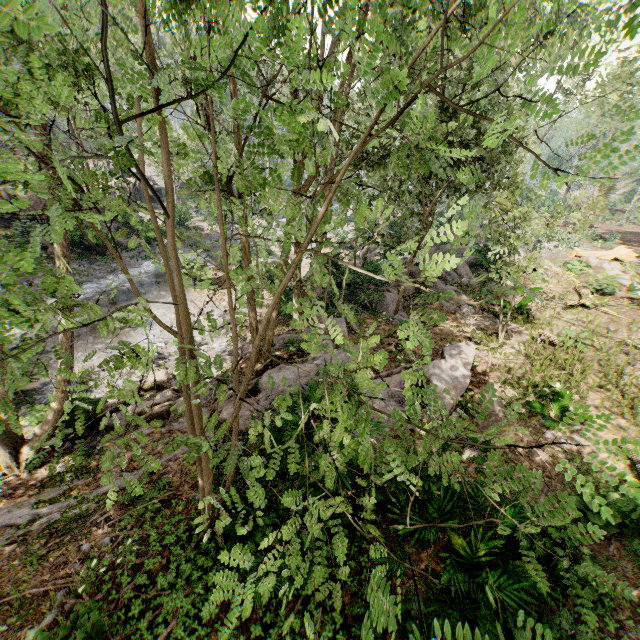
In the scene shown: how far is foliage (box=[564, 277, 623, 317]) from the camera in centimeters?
1376cm

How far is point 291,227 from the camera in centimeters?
334cm

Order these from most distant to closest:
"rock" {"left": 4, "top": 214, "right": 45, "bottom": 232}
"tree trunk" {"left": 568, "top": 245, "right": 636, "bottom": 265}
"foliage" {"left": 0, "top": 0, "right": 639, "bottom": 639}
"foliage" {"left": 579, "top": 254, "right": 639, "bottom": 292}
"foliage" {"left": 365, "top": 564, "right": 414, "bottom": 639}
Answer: "rock" {"left": 4, "top": 214, "right": 45, "bottom": 232}
"tree trunk" {"left": 568, "top": 245, "right": 636, "bottom": 265}
"foliage" {"left": 579, "top": 254, "right": 639, "bottom": 292}
"foliage" {"left": 0, "top": 0, "right": 639, "bottom": 639}
"foliage" {"left": 365, "top": 564, "right": 414, "bottom": 639}

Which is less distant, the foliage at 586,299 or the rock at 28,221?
the foliage at 586,299

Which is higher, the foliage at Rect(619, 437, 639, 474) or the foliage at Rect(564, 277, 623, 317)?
the foliage at Rect(564, 277, 623, 317)

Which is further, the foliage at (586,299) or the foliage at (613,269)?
the foliage at (613,269)

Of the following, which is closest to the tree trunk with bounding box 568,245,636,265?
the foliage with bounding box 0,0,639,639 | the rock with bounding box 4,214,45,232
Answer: the foliage with bounding box 0,0,639,639
